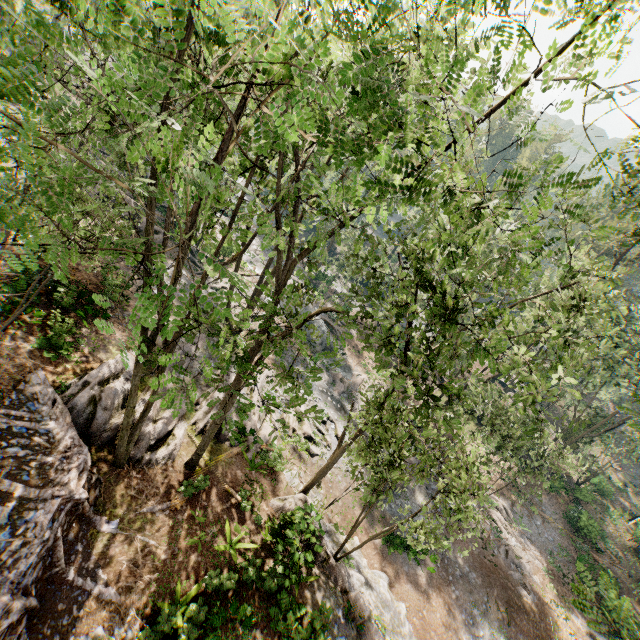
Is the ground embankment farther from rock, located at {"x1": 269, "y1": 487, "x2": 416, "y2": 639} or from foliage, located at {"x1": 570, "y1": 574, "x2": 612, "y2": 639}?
rock, located at {"x1": 269, "y1": 487, "x2": 416, "y2": 639}

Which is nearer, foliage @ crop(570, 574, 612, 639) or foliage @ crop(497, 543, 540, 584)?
foliage @ crop(570, 574, 612, 639)

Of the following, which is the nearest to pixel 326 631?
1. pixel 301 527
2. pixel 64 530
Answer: pixel 301 527

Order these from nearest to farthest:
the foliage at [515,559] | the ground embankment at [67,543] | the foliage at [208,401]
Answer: the foliage at [208,401]
the ground embankment at [67,543]
the foliage at [515,559]

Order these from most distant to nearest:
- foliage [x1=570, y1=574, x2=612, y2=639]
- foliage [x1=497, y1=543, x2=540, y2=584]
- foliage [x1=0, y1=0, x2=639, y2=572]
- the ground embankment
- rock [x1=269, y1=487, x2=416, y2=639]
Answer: foliage [x1=497, y1=543, x2=540, y2=584] < rock [x1=269, y1=487, x2=416, y2=639] < the ground embankment < foliage [x1=570, y1=574, x2=612, y2=639] < foliage [x1=0, y1=0, x2=639, y2=572]

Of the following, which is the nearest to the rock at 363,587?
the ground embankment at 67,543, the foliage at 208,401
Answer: the foliage at 208,401

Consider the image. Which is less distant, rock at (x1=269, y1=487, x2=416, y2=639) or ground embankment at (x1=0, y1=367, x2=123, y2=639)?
ground embankment at (x1=0, y1=367, x2=123, y2=639)

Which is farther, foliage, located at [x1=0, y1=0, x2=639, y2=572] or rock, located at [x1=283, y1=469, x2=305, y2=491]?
rock, located at [x1=283, y1=469, x2=305, y2=491]
